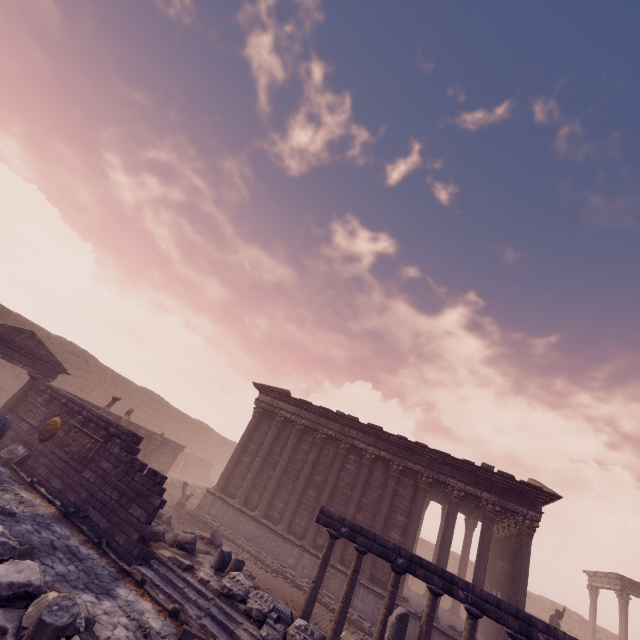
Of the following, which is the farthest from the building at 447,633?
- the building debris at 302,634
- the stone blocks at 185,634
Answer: the stone blocks at 185,634

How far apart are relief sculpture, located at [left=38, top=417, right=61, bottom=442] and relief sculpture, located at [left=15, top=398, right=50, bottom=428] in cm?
19

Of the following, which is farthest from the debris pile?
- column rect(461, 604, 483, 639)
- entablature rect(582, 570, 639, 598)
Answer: entablature rect(582, 570, 639, 598)

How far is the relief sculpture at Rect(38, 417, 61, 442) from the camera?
12.12m

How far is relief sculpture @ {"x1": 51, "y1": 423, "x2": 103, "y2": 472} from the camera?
11.1m

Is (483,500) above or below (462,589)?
above

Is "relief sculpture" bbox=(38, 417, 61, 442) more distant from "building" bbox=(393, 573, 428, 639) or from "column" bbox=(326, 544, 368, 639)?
"column" bbox=(326, 544, 368, 639)

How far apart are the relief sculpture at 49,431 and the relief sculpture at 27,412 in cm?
19
